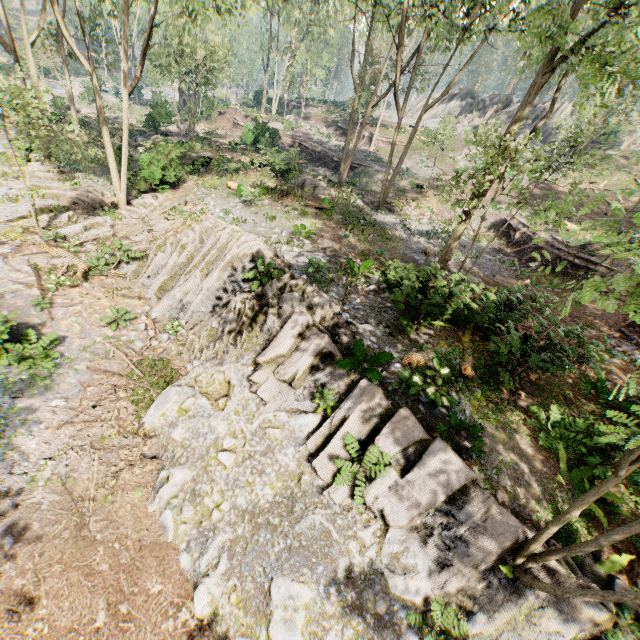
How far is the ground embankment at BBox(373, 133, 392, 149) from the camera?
39.3 meters

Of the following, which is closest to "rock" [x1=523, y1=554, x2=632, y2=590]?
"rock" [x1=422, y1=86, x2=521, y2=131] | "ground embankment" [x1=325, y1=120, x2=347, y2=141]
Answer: "ground embankment" [x1=325, y1=120, x2=347, y2=141]

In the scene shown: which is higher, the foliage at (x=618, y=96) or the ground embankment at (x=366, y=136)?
the foliage at (x=618, y=96)

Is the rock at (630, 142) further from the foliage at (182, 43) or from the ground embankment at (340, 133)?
the ground embankment at (340, 133)

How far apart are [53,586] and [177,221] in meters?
15.9 m

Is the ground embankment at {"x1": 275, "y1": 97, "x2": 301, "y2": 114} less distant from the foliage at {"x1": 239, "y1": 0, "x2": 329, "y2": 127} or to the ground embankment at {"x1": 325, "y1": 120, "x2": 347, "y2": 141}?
the foliage at {"x1": 239, "y1": 0, "x2": 329, "y2": 127}

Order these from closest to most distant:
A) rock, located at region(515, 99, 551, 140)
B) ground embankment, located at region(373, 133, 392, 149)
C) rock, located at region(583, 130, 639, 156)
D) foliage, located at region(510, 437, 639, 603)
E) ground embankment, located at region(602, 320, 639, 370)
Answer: foliage, located at region(510, 437, 639, 603) → ground embankment, located at region(602, 320, 639, 370) → rock, located at region(583, 130, 639, 156) → ground embankment, located at region(373, 133, 392, 149) → rock, located at region(515, 99, 551, 140)
